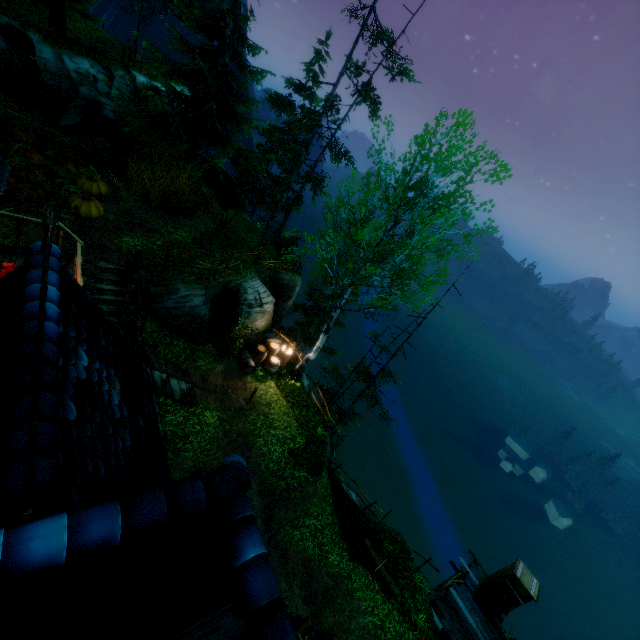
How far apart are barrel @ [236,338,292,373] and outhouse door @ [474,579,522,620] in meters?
14.1

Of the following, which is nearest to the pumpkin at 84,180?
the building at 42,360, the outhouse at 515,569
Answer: the building at 42,360

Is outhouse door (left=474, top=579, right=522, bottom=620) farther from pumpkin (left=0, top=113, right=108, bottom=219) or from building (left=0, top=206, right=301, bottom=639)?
pumpkin (left=0, top=113, right=108, bottom=219)

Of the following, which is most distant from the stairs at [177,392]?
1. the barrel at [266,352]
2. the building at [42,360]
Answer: the barrel at [266,352]

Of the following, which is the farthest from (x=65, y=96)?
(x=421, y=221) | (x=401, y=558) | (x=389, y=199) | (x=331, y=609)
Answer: (x=401, y=558)

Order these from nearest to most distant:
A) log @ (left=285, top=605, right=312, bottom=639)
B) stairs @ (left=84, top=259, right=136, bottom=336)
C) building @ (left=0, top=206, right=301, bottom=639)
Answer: building @ (left=0, top=206, right=301, bottom=639)
log @ (left=285, top=605, right=312, bottom=639)
stairs @ (left=84, top=259, right=136, bottom=336)

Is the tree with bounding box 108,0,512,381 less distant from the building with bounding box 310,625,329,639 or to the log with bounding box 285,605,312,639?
the building with bounding box 310,625,329,639

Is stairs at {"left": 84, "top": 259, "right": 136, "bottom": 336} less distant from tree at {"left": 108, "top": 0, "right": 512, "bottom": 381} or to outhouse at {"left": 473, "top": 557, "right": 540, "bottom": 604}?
tree at {"left": 108, "top": 0, "right": 512, "bottom": 381}
